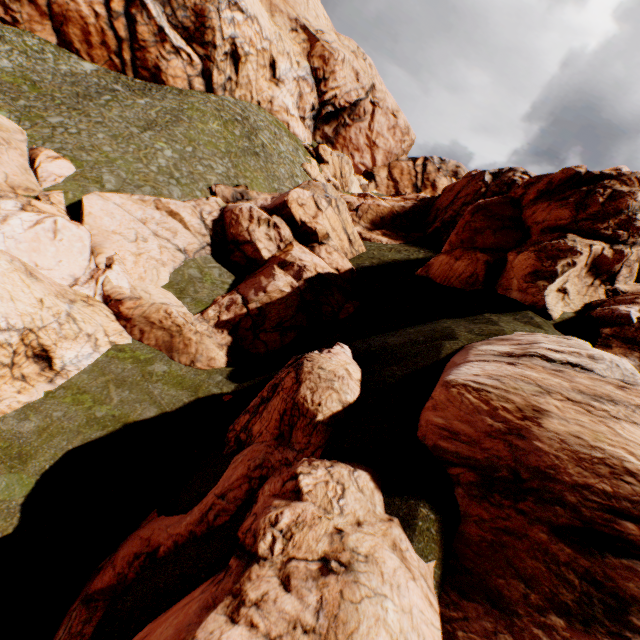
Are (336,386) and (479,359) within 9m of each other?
yes
